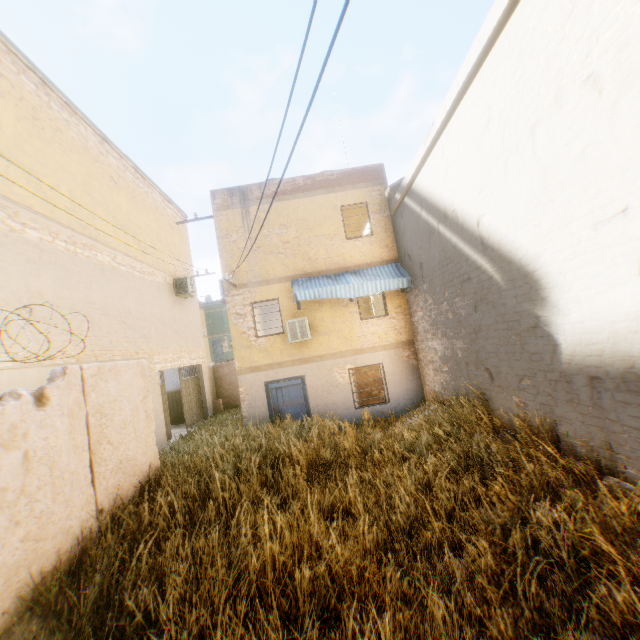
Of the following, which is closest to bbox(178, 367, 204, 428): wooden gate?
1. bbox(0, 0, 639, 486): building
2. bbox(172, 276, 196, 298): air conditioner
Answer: bbox(0, 0, 639, 486): building

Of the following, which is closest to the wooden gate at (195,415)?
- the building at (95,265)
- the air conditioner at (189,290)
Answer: the building at (95,265)

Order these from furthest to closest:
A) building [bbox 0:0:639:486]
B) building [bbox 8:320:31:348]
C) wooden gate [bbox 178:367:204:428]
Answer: wooden gate [bbox 178:367:204:428], building [bbox 8:320:31:348], building [bbox 0:0:639:486]

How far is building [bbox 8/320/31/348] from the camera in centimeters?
637cm

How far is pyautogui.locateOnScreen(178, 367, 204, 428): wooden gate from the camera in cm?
1416

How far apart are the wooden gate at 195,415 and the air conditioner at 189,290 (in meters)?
3.19

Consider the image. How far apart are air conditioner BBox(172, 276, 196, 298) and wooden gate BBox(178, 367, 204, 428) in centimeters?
319cm

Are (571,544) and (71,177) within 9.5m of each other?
no
